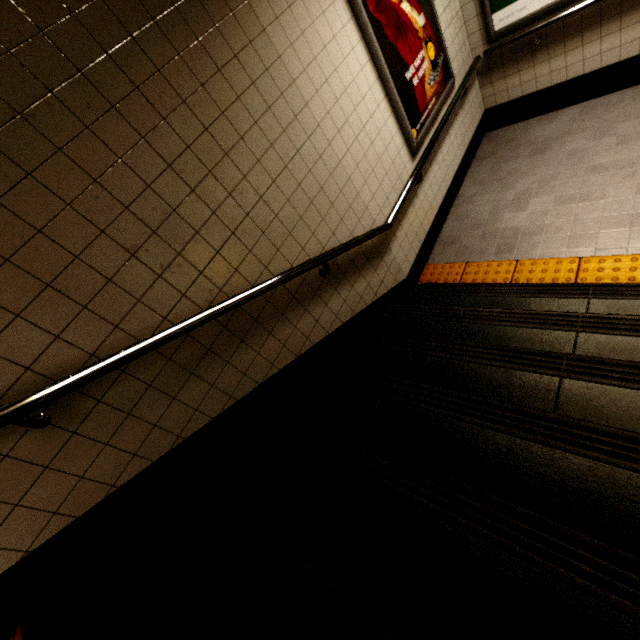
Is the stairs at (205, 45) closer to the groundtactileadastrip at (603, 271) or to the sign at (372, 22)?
the groundtactileadastrip at (603, 271)

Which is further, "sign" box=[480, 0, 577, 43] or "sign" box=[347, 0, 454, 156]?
"sign" box=[480, 0, 577, 43]

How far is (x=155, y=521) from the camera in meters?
1.6

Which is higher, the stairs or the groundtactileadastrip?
the stairs

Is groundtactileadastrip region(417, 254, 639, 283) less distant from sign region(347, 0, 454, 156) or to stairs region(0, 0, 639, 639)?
stairs region(0, 0, 639, 639)

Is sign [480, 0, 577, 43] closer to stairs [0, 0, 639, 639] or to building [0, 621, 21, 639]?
stairs [0, 0, 639, 639]

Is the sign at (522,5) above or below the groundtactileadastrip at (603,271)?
above

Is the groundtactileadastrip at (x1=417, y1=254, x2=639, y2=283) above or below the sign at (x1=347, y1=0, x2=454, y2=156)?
below
